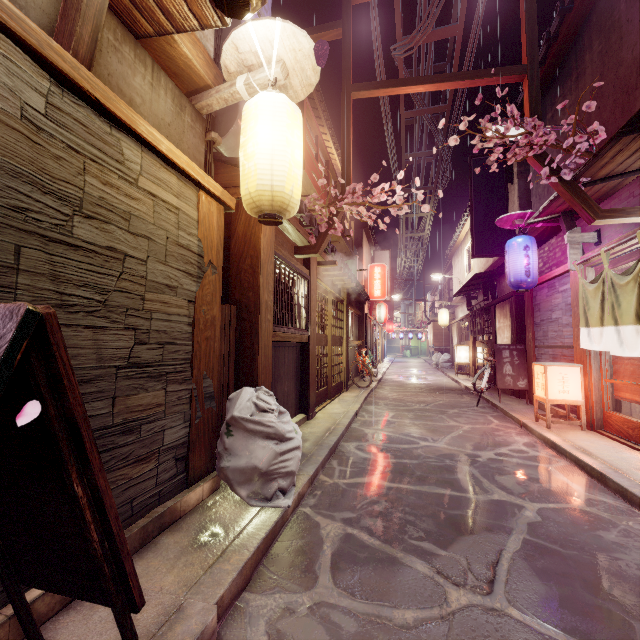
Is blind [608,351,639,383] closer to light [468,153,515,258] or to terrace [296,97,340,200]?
light [468,153,515,258]

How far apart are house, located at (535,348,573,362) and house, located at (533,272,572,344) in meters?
0.1 m

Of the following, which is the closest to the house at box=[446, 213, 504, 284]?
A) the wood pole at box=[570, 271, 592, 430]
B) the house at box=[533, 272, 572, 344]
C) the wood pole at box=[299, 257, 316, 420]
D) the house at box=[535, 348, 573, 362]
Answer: the house at box=[533, 272, 572, 344]

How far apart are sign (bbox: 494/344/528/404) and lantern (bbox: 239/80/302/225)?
13.6 meters

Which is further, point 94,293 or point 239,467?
point 239,467

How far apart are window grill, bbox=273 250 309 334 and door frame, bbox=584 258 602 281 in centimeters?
875cm

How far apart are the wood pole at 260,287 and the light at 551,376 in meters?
8.7 m

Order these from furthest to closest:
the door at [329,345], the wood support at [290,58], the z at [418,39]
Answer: the door at [329,345]
the z at [418,39]
the wood support at [290,58]
